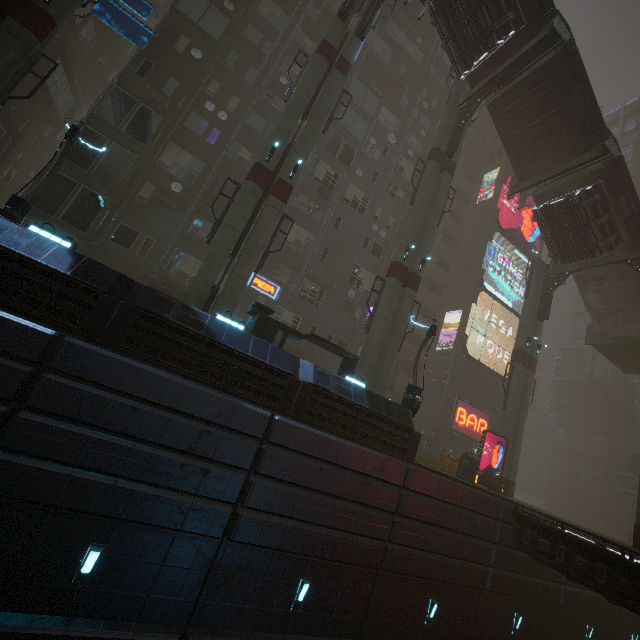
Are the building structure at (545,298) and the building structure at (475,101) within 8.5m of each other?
no

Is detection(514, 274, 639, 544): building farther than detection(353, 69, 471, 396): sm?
Yes

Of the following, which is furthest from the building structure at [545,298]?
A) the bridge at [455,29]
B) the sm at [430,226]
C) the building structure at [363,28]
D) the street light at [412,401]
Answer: the building structure at [363,28]

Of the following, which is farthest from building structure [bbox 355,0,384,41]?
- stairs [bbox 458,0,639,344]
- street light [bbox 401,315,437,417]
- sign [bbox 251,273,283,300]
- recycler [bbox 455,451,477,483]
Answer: recycler [bbox 455,451,477,483]

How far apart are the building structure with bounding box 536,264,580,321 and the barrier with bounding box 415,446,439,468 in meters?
13.5

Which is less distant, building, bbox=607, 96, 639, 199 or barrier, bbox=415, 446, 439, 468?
barrier, bbox=415, 446, 439, 468

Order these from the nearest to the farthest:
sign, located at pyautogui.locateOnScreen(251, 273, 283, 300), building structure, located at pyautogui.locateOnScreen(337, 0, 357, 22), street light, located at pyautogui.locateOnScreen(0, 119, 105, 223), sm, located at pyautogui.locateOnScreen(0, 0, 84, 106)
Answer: street light, located at pyautogui.locateOnScreen(0, 119, 105, 223) < sm, located at pyautogui.locateOnScreen(0, 0, 84, 106) < building structure, located at pyautogui.locateOnScreen(337, 0, 357, 22) < sign, located at pyautogui.locateOnScreen(251, 273, 283, 300)

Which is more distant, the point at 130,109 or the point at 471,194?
the point at 471,194
